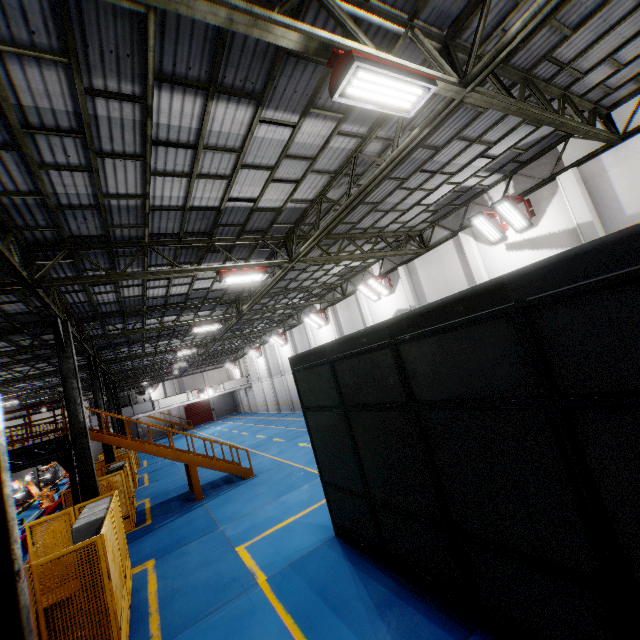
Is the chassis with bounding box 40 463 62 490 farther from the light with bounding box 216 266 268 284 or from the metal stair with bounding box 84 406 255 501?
the light with bounding box 216 266 268 284

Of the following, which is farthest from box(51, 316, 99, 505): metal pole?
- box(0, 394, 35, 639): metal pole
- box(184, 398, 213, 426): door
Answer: box(184, 398, 213, 426): door

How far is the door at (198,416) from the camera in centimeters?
5022cm

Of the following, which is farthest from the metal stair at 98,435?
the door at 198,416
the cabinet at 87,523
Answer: the door at 198,416

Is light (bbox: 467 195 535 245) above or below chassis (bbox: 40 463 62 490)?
above

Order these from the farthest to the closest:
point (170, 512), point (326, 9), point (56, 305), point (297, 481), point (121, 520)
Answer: point (170, 512) → point (297, 481) → point (56, 305) → point (121, 520) → point (326, 9)

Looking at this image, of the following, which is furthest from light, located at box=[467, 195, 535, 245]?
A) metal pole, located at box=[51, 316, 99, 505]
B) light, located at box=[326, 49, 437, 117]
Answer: metal pole, located at box=[51, 316, 99, 505]

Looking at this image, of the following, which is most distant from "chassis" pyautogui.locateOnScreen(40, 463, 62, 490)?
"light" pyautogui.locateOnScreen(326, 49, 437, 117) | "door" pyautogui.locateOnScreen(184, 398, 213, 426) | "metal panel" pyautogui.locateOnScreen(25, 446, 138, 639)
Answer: "door" pyautogui.locateOnScreen(184, 398, 213, 426)
